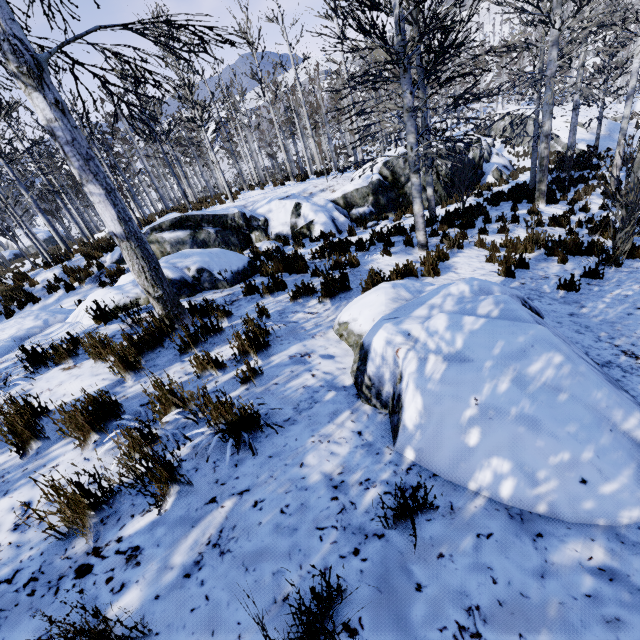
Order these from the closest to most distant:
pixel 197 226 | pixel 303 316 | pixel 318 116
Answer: pixel 303 316 < pixel 197 226 < pixel 318 116

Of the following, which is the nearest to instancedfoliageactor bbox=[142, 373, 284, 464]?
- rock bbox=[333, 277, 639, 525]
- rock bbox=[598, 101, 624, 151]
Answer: rock bbox=[333, 277, 639, 525]

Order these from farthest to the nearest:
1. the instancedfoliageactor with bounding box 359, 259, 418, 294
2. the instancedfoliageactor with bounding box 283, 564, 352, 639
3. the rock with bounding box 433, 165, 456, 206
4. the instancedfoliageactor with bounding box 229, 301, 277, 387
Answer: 1. the rock with bounding box 433, 165, 456, 206
2. the instancedfoliageactor with bounding box 359, 259, 418, 294
3. the instancedfoliageactor with bounding box 229, 301, 277, 387
4. the instancedfoliageactor with bounding box 283, 564, 352, 639

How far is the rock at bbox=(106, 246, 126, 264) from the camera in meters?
10.4 m

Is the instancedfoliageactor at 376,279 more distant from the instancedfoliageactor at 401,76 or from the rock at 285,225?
the rock at 285,225

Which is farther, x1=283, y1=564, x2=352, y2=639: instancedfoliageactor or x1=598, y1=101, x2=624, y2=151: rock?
x1=598, y1=101, x2=624, y2=151: rock

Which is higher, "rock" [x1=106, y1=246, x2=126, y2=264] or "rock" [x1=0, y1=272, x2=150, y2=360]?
"rock" [x1=0, y1=272, x2=150, y2=360]

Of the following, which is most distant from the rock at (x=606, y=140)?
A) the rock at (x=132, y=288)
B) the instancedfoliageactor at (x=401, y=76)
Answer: the rock at (x=132, y=288)
